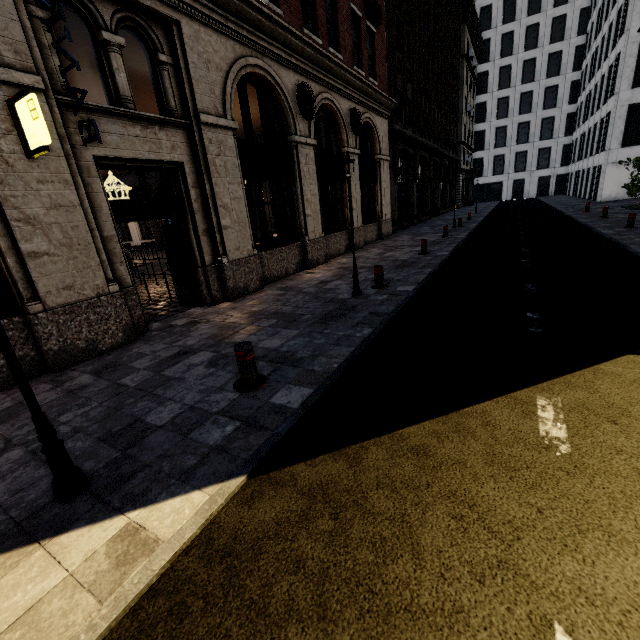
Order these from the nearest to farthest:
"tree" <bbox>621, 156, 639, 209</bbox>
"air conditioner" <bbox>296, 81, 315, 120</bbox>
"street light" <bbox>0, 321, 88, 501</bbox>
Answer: "street light" <bbox>0, 321, 88, 501</bbox> < "air conditioner" <bbox>296, 81, 315, 120</bbox> < "tree" <bbox>621, 156, 639, 209</bbox>

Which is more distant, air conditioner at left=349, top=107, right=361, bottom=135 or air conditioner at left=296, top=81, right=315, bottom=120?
air conditioner at left=349, top=107, right=361, bottom=135

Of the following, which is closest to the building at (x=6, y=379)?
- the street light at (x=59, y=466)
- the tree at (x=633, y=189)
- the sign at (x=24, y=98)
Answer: the sign at (x=24, y=98)

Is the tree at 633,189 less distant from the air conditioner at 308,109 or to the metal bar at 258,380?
the metal bar at 258,380

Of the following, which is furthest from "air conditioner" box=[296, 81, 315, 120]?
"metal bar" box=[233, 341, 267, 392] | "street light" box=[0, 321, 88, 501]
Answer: "street light" box=[0, 321, 88, 501]

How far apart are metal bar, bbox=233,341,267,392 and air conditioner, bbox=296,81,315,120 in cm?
914

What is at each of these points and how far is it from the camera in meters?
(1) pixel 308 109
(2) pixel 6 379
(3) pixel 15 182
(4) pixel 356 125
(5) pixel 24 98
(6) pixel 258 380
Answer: (1) air conditioner, 10.6
(2) building, 4.8
(3) building, 4.6
(4) air conditioner, 13.5
(5) sign, 4.2
(6) metal bar, 4.2

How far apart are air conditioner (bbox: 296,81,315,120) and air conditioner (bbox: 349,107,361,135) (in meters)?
2.95
